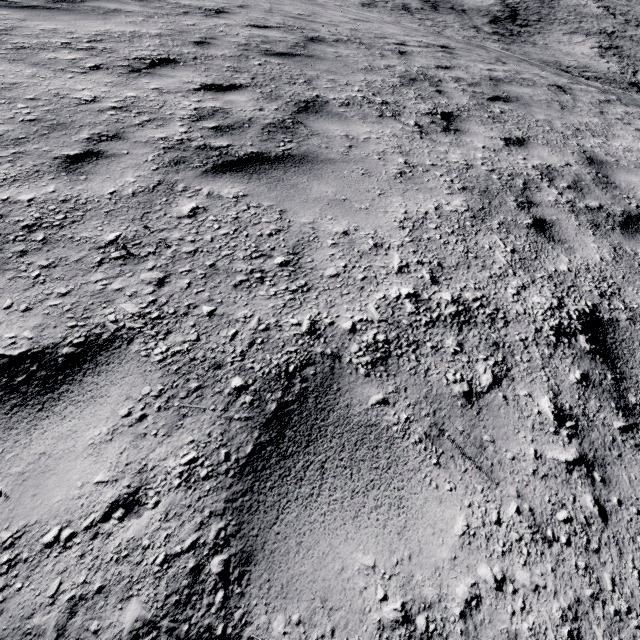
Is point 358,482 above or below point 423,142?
above
